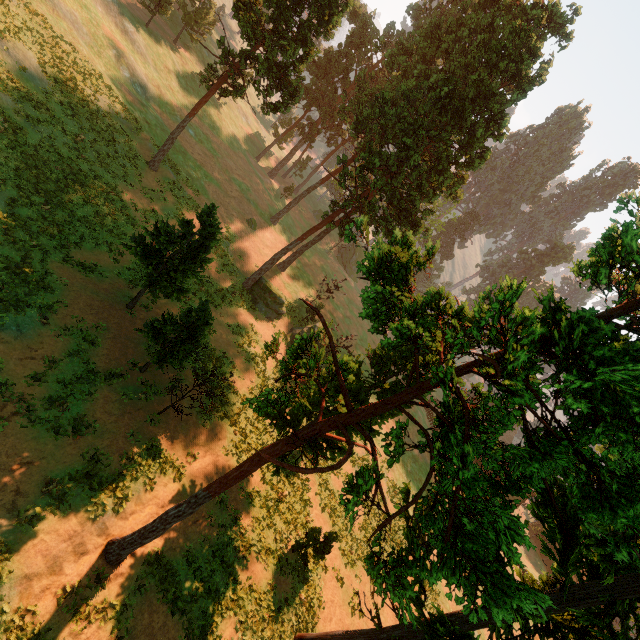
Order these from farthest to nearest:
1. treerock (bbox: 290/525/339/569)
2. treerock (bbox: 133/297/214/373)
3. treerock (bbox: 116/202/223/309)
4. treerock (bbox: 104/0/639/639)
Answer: treerock (bbox: 290/525/339/569) < treerock (bbox: 116/202/223/309) < treerock (bbox: 133/297/214/373) < treerock (bbox: 104/0/639/639)

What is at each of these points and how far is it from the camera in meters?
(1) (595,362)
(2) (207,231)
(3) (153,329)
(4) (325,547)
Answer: (1) treerock, 4.8
(2) treerock, 17.0
(3) treerock, 16.7
(4) treerock, 18.7

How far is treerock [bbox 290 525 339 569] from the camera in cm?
1831

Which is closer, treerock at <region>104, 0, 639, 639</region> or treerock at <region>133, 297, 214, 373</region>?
treerock at <region>104, 0, 639, 639</region>

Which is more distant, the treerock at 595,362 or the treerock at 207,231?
the treerock at 207,231
